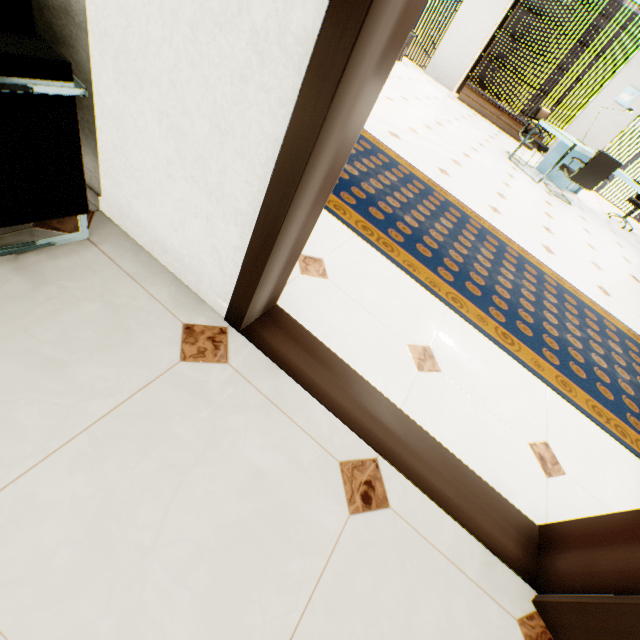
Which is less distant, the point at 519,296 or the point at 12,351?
the point at 12,351

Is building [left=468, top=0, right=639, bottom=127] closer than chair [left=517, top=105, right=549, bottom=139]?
No

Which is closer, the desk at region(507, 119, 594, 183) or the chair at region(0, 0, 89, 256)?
the chair at region(0, 0, 89, 256)

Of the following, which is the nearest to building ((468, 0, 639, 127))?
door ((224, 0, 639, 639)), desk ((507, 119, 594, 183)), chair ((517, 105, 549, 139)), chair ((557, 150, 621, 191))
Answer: desk ((507, 119, 594, 183))

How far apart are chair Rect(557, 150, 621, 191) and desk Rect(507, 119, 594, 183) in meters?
0.1

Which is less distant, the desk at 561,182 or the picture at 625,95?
the desk at 561,182

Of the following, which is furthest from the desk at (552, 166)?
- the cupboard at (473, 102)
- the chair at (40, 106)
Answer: the chair at (40, 106)

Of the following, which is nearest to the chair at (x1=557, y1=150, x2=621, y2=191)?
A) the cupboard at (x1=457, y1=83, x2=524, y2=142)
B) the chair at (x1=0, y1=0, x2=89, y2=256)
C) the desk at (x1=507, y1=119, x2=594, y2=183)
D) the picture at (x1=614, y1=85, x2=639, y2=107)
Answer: the desk at (x1=507, y1=119, x2=594, y2=183)
